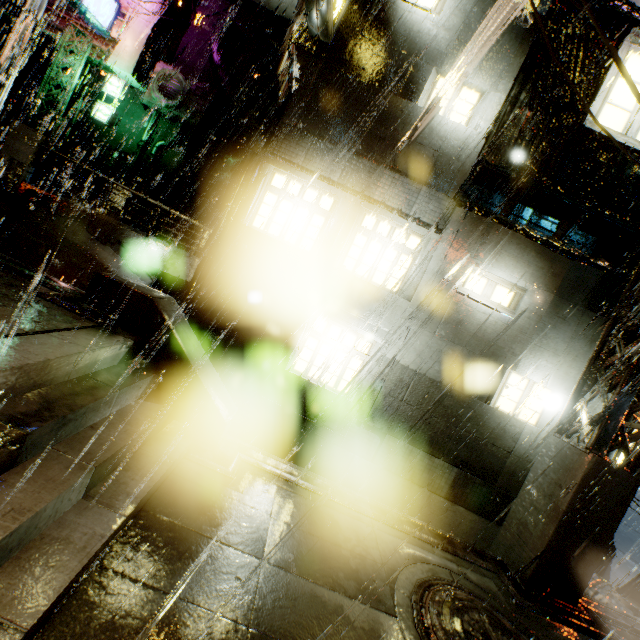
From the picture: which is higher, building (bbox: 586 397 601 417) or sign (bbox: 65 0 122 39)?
sign (bbox: 65 0 122 39)

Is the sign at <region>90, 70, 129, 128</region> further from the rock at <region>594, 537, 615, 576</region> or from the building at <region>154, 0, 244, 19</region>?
the rock at <region>594, 537, 615, 576</region>

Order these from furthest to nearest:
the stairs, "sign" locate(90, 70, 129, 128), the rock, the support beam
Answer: the rock, "sign" locate(90, 70, 129, 128), the support beam, the stairs

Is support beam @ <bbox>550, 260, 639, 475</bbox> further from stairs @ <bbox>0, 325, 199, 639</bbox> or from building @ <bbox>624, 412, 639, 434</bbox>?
stairs @ <bbox>0, 325, 199, 639</bbox>

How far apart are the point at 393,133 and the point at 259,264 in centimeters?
495cm

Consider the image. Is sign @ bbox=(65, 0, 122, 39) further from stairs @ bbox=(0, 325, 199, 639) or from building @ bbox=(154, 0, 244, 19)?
stairs @ bbox=(0, 325, 199, 639)

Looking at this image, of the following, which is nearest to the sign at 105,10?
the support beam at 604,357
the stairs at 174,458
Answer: the stairs at 174,458

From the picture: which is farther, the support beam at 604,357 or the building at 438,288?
the building at 438,288
